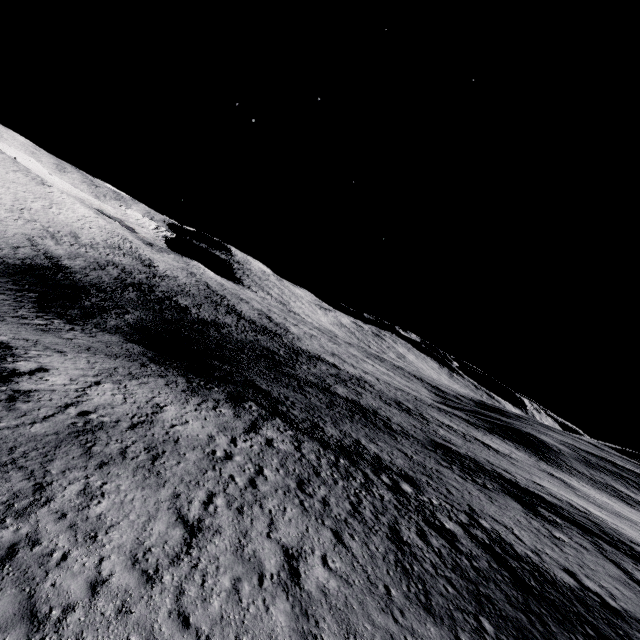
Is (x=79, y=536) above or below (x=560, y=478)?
below
